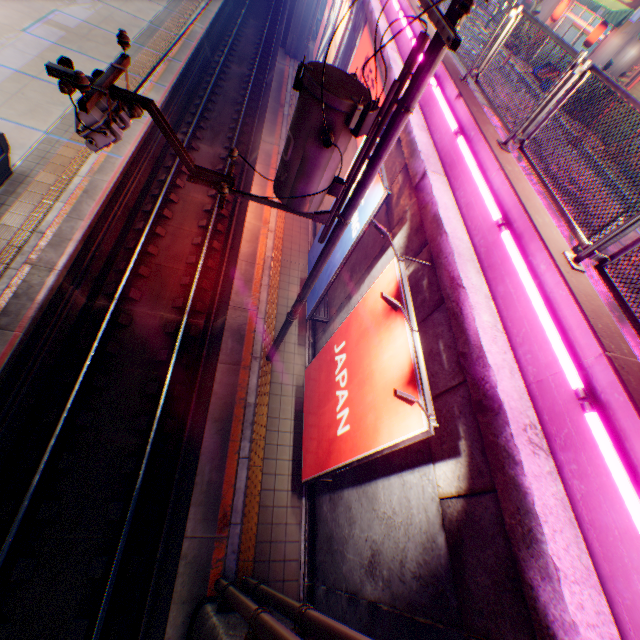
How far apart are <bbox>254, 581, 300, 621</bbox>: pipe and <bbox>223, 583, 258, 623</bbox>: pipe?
0.3 meters

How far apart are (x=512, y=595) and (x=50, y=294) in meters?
10.9 m

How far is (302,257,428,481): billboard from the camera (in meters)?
4.04

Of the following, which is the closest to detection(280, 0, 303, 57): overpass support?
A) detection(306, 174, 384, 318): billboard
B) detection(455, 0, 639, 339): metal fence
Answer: detection(455, 0, 639, 339): metal fence

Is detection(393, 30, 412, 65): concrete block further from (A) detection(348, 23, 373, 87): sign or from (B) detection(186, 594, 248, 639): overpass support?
(B) detection(186, 594, 248, 639): overpass support

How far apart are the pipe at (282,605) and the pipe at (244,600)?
0.3 meters

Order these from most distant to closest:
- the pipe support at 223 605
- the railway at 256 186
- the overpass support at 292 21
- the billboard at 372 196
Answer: the overpass support at 292 21
the railway at 256 186
the billboard at 372 196
the pipe support at 223 605

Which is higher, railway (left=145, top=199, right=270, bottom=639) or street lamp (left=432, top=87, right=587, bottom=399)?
street lamp (left=432, top=87, right=587, bottom=399)
